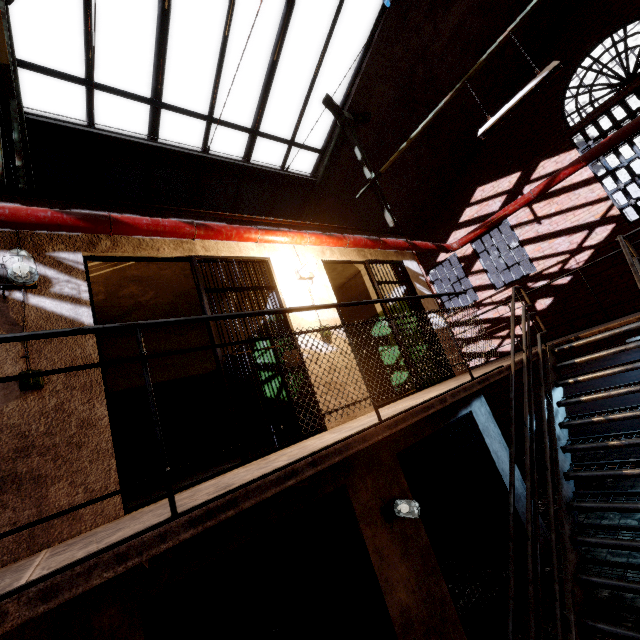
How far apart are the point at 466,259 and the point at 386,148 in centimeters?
516cm

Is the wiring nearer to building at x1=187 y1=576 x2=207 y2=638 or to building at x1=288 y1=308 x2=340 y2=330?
building at x1=288 y1=308 x2=340 y2=330

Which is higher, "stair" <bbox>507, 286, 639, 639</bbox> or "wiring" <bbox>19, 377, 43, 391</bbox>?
"wiring" <bbox>19, 377, 43, 391</bbox>

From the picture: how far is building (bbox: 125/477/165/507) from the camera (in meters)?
3.41

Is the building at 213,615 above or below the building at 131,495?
below

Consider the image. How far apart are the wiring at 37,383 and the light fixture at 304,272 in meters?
2.9 m
